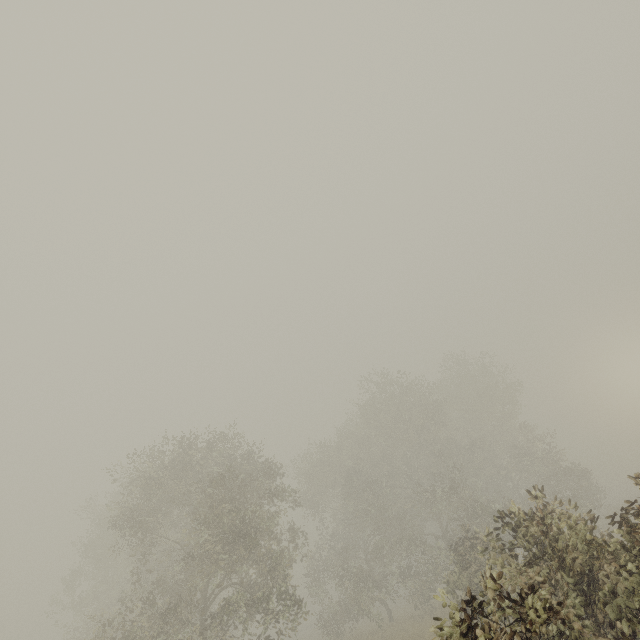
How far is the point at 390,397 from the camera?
27.9m
